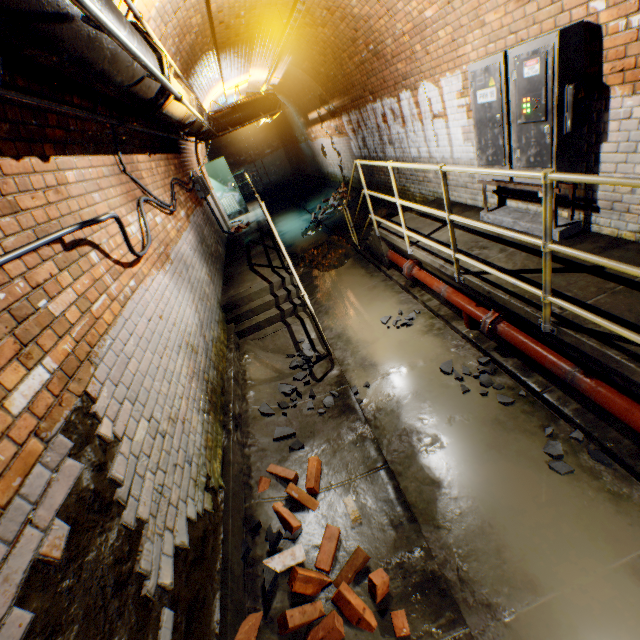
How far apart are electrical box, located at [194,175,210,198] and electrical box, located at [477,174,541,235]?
6.6 meters

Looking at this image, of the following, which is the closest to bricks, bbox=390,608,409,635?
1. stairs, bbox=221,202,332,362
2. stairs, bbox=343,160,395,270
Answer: stairs, bbox=221,202,332,362

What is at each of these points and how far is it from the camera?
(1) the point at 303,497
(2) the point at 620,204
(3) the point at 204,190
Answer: (1) bricks, 2.91m
(2) building tunnel, 3.13m
(3) electrical box, 8.52m

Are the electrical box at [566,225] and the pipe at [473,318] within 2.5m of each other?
yes

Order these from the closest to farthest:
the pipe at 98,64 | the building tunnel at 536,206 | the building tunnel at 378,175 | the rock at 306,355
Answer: the pipe at 98,64
the building tunnel at 536,206
the rock at 306,355
the building tunnel at 378,175

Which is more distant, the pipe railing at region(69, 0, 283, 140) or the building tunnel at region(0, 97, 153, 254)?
the building tunnel at region(0, 97, 153, 254)

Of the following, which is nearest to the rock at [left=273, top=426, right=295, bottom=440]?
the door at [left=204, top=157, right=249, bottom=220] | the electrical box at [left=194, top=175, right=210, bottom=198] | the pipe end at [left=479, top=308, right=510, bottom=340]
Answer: the pipe end at [left=479, top=308, right=510, bottom=340]

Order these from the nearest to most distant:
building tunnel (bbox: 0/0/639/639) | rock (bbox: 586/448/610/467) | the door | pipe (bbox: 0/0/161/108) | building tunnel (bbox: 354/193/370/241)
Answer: pipe (bbox: 0/0/161/108) → building tunnel (bbox: 0/0/639/639) → rock (bbox: 586/448/610/467) → building tunnel (bbox: 354/193/370/241) → the door
